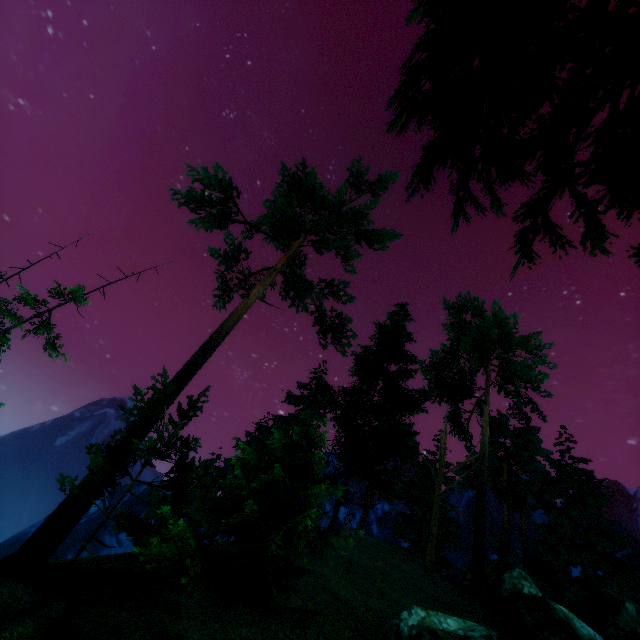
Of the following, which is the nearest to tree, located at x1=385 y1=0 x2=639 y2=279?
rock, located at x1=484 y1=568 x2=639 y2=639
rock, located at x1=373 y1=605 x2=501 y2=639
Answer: rock, located at x1=484 y1=568 x2=639 y2=639

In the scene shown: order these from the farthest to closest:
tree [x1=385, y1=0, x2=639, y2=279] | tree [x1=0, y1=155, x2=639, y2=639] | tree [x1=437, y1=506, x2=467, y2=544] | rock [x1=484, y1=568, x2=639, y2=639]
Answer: tree [x1=437, y1=506, x2=467, y2=544], rock [x1=484, y1=568, x2=639, y2=639], tree [x1=0, y1=155, x2=639, y2=639], tree [x1=385, y1=0, x2=639, y2=279]

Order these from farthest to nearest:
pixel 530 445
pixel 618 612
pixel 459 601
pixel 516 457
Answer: pixel 530 445
pixel 516 457
pixel 618 612
pixel 459 601

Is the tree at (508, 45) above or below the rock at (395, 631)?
above

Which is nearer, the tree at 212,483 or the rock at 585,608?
the tree at 212,483

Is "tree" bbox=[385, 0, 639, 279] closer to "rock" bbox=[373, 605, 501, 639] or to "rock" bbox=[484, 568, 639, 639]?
"rock" bbox=[484, 568, 639, 639]
